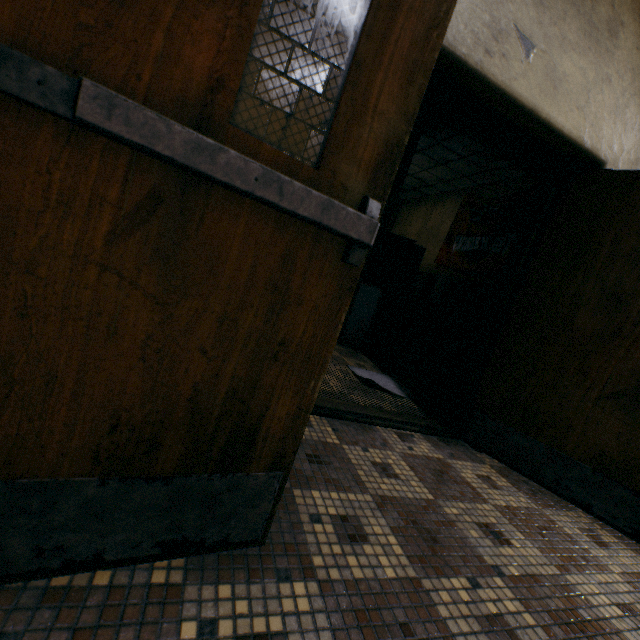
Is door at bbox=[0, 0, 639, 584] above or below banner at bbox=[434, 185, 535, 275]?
below

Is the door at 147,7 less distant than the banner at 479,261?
Yes

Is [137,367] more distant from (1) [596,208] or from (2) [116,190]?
(1) [596,208]

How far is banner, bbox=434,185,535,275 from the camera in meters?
6.2

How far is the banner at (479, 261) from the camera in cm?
621

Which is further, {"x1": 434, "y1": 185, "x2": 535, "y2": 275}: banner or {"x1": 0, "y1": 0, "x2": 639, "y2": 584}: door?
{"x1": 434, "y1": 185, "x2": 535, "y2": 275}: banner
